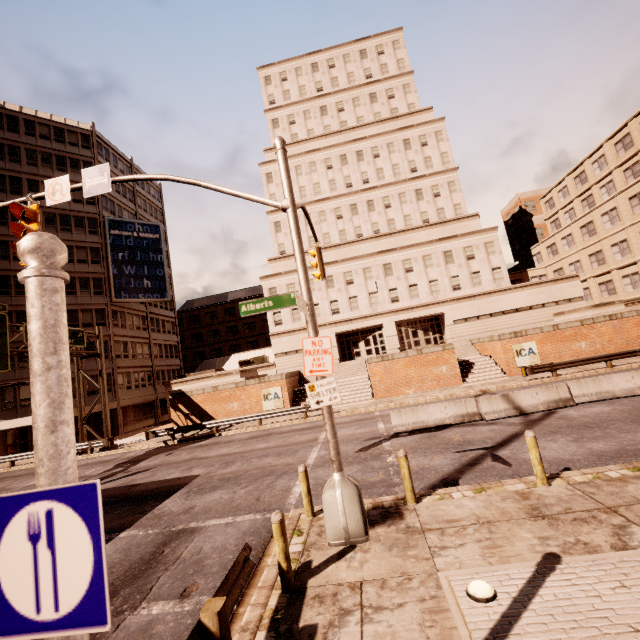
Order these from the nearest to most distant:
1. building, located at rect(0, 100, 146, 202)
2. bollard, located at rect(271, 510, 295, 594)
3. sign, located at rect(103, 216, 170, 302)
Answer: bollard, located at rect(271, 510, 295, 594) < building, located at rect(0, 100, 146, 202) < sign, located at rect(103, 216, 170, 302)

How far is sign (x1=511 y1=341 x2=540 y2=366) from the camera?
24.73m

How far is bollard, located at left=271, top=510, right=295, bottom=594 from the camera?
5.4m

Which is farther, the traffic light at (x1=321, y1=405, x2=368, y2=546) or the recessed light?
the traffic light at (x1=321, y1=405, x2=368, y2=546)

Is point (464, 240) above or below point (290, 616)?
above

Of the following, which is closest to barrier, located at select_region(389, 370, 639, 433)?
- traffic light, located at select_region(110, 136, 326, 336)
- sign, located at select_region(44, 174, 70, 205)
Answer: traffic light, located at select_region(110, 136, 326, 336)

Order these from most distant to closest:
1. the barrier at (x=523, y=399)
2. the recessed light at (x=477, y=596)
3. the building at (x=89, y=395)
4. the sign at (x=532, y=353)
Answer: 1. the building at (x=89, y=395)
2. the sign at (x=532, y=353)
3. the barrier at (x=523, y=399)
4. the recessed light at (x=477, y=596)

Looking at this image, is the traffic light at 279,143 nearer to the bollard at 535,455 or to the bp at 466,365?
the bollard at 535,455
